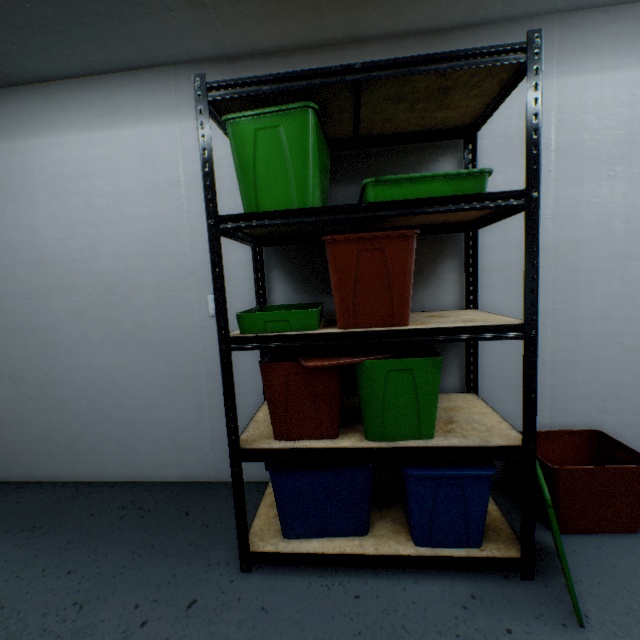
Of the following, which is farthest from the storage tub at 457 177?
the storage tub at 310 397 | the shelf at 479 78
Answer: the storage tub at 310 397

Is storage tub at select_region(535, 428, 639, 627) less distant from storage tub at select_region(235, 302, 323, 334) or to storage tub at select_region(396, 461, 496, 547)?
storage tub at select_region(396, 461, 496, 547)

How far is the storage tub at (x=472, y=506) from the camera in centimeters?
127cm

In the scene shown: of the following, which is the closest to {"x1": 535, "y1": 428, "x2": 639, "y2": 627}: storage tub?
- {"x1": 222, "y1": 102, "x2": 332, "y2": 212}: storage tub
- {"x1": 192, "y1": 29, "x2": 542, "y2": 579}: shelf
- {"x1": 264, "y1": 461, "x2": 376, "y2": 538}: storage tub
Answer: {"x1": 192, "y1": 29, "x2": 542, "y2": 579}: shelf

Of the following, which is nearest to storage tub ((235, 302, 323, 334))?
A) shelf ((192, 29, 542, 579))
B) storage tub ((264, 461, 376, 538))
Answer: shelf ((192, 29, 542, 579))

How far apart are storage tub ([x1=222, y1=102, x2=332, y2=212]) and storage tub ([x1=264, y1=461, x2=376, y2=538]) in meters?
1.1 m

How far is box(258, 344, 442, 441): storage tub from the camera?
1.25m

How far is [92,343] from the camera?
2.0 meters
